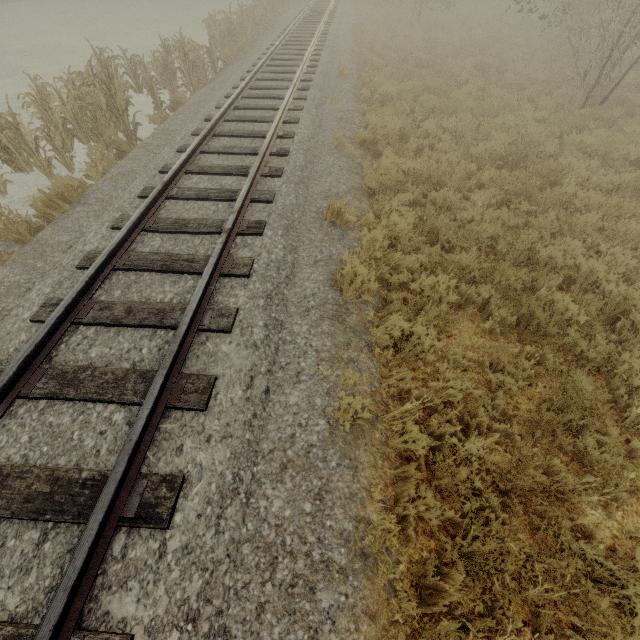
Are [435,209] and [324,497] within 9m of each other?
yes
